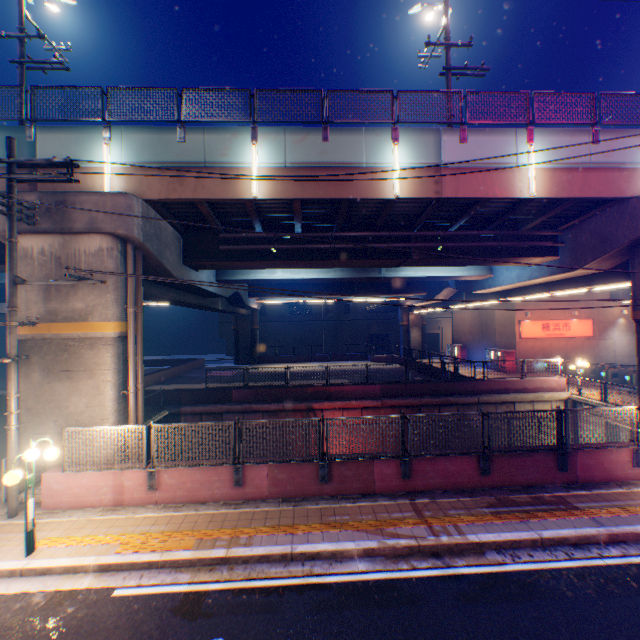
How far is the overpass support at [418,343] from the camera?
41.7m

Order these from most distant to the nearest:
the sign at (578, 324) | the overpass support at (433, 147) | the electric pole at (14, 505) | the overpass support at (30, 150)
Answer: the sign at (578, 324) < the overpass support at (433, 147) < the overpass support at (30, 150) < the electric pole at (14, 505)

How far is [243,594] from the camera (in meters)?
6.01

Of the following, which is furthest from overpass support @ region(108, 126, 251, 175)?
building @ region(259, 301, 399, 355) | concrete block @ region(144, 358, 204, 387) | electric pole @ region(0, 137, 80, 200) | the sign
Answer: building @ region(259, 301, 399, 355)

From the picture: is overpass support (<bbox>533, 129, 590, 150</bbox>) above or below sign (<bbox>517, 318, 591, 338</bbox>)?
above

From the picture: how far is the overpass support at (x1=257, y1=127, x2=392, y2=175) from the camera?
11.3 meters

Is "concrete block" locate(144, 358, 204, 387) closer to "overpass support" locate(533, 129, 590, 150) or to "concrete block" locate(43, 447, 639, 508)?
"overpass support" locate(533, 129, 590, 150)

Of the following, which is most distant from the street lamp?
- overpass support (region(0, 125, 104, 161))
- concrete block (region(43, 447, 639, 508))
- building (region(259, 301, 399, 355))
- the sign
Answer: building (region(259, 301, 399, 355))
